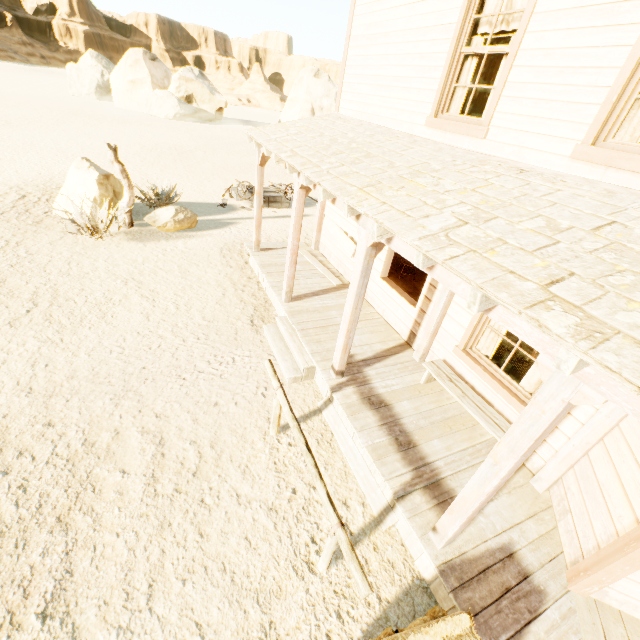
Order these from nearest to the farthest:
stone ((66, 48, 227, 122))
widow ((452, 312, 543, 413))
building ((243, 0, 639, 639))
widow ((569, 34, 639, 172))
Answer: building ((243, 0, 639, 639)) < widow ((569, 34, 639, 172)) < widow ((452, 312, 543, 413)) < stone ((66, 48, 227, 122))

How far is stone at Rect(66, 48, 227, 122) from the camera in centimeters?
3300cm

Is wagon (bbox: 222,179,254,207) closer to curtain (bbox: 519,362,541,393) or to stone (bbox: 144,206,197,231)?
stone (bbox: 144,206,197,231)

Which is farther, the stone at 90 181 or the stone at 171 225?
the stone at 171 225

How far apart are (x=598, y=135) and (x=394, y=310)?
4.06m

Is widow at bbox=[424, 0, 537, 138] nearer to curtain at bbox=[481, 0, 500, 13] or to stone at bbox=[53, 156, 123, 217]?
curtain at bbox=[481, 0, 500, 13]

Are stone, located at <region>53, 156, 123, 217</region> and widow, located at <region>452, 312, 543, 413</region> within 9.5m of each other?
no

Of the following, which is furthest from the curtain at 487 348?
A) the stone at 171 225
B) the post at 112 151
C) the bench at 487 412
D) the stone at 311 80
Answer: the stone at 311 80
